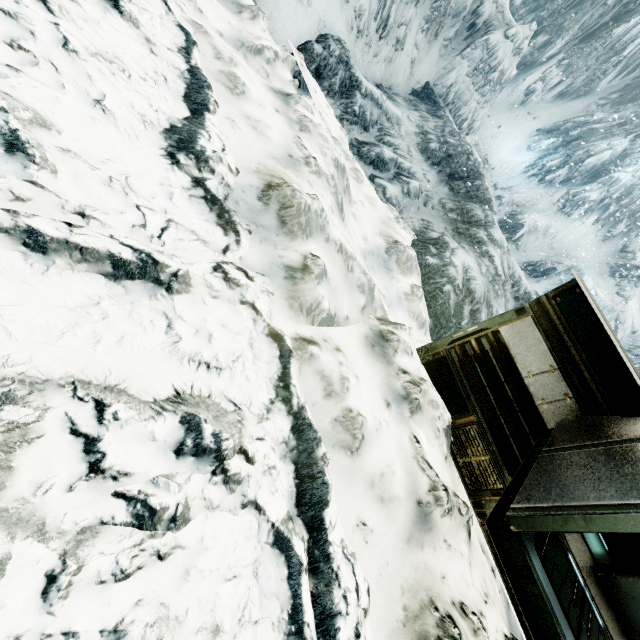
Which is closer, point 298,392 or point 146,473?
point 146,473
